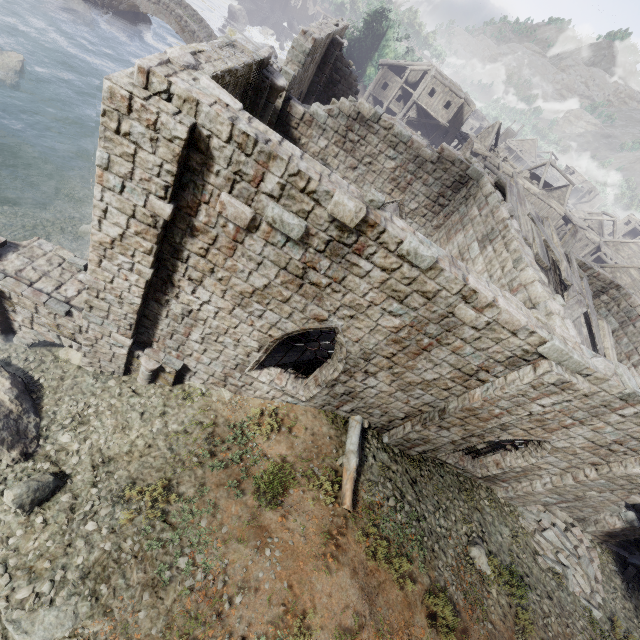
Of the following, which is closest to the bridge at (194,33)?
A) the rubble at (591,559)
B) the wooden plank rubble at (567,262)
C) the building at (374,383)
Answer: the building at (374,383)

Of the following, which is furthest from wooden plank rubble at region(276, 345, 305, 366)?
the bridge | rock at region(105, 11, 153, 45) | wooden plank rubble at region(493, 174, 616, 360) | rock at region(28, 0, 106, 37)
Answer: rock at region(105, 11, 153, 45)

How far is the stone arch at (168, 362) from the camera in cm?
940

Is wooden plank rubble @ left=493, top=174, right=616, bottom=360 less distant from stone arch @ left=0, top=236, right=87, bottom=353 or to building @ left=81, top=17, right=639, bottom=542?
building @ left=81, top=17, right=639, bottom=542

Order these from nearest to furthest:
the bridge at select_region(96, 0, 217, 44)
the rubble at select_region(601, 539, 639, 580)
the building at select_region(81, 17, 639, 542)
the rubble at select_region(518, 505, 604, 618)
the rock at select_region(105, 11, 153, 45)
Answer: the building at select_region(81, 17, 639, 542) → the rubble at select_region(518, 505, 604, 618) → the rubble at select_region(601, 539, 639, 580) → the bridge at select_region(96, 0, 217, 44) → the rock at select_region(105, 11, 153, 45)

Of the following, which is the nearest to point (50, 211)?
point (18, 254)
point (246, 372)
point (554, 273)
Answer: point (18, 254)

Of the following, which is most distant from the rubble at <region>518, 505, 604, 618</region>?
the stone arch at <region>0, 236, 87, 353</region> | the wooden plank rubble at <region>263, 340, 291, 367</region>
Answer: the stone arch at <region>0, 236, 87, 353</region>

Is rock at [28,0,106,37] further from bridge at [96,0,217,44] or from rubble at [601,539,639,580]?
rubble at [601,539,639,580]
